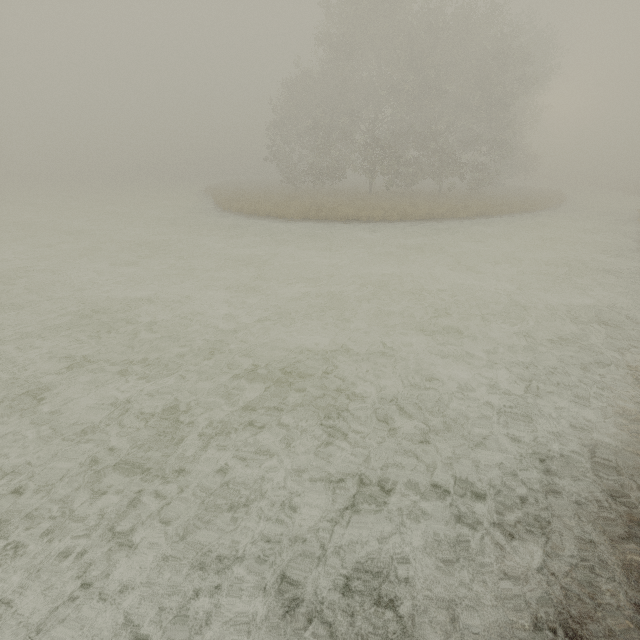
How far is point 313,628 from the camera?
2.4m
